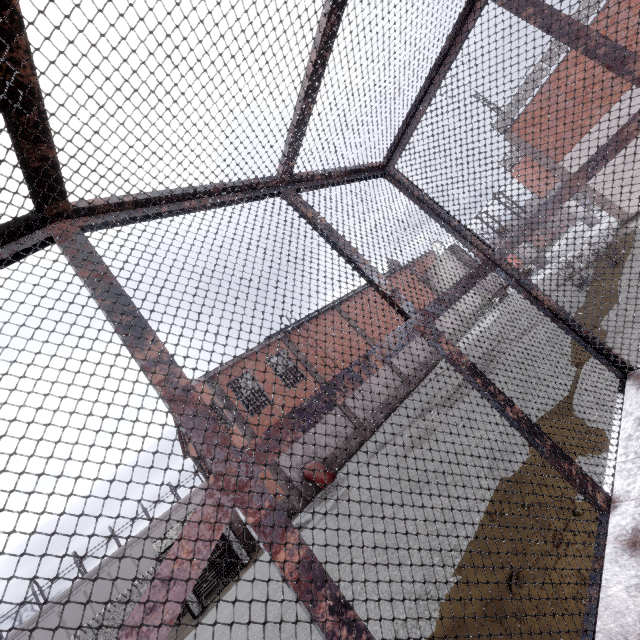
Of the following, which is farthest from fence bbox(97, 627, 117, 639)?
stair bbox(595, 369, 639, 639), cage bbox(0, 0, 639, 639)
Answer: stair bbox(595, 369, 639, 639)

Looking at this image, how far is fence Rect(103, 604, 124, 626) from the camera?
30.0 meters

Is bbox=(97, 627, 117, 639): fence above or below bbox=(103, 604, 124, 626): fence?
below

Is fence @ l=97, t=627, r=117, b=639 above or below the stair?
above

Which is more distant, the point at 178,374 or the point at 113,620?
the point at 113,620

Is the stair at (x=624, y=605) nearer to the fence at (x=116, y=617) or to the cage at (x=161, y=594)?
the cage at (x=161, y=594)

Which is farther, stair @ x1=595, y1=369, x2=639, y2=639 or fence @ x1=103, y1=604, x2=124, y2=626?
fence @ x1=103, y1=604, x2=124, y2=626

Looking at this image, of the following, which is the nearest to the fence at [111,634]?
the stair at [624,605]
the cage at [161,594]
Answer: the cage at [161,594]
